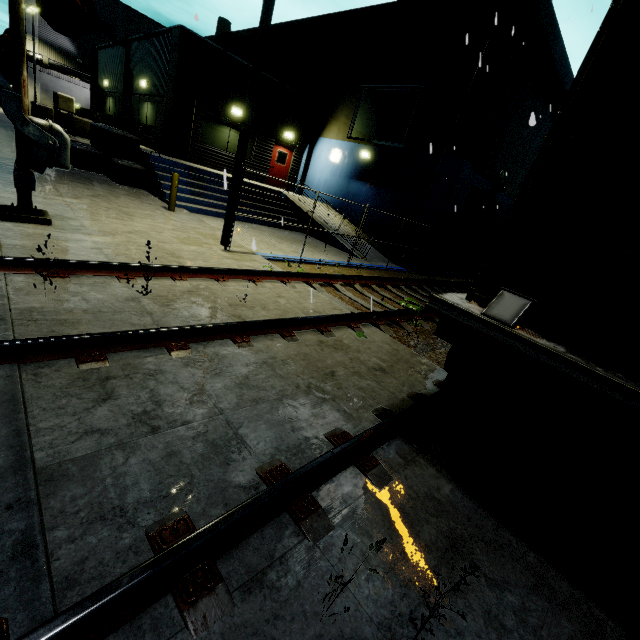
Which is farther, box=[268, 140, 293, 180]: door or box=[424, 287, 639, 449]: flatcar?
box=[268, 140, 293, 180]: door

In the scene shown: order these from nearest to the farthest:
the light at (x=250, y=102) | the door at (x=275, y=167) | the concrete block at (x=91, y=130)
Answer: the light at (x=250, y=102), the concrete block at (x=91, y=130), the door at (x=275, y=167)

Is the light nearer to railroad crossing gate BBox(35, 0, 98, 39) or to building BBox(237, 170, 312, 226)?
building BBox(237, 170, 312, 226)

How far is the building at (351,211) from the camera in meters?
17.9

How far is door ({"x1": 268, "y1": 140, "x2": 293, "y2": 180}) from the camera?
18.8 meters

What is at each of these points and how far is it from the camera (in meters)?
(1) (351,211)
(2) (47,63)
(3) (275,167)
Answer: (1) building, 18.27
(2) pipe, 34.88
(3) door, 19.25

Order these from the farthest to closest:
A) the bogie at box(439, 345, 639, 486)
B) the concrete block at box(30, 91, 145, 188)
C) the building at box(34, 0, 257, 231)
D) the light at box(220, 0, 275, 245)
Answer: the building at box(34, 0, 257, 231) < the concrete block at box(30, 91, 145, 188) < the light at box(220, 0, 275, 245) < the bogie at box(439, 345, 639, 486)

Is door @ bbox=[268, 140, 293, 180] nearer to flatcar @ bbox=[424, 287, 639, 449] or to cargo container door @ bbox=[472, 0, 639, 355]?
flatcar @ bbox=[424, 287, 639, 449]
